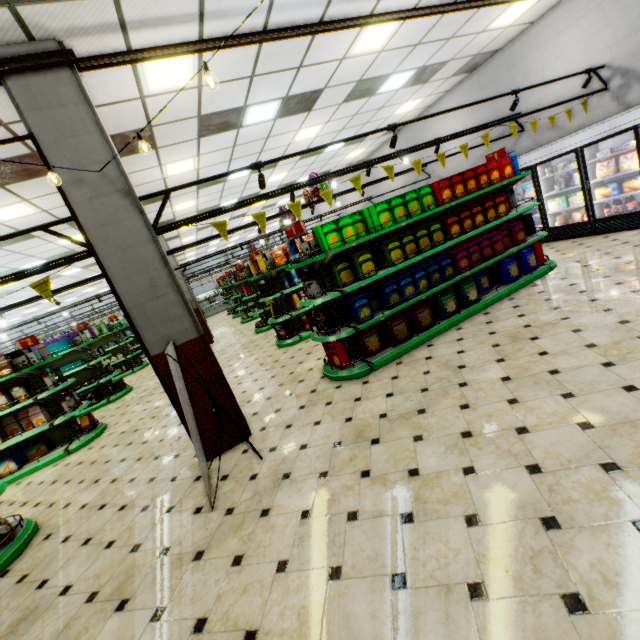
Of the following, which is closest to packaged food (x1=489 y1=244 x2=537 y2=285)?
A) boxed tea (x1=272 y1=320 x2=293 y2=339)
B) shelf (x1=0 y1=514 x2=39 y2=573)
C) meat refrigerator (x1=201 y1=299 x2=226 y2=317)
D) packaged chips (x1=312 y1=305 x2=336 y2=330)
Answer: packaged chips (x1=312 y1=305 x2=336 y2=330)

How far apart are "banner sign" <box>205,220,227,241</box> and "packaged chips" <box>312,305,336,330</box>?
1.4 meters

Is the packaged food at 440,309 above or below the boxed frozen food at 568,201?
below

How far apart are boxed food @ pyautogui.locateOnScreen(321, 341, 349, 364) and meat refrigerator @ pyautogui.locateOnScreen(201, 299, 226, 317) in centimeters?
2305cm

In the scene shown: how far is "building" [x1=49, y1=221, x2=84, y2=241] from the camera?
8.52m

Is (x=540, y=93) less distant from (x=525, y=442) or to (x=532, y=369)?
(x=532, y=369)

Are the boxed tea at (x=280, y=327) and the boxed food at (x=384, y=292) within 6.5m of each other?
yes

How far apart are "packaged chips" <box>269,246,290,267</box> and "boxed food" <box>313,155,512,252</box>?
3.2m
